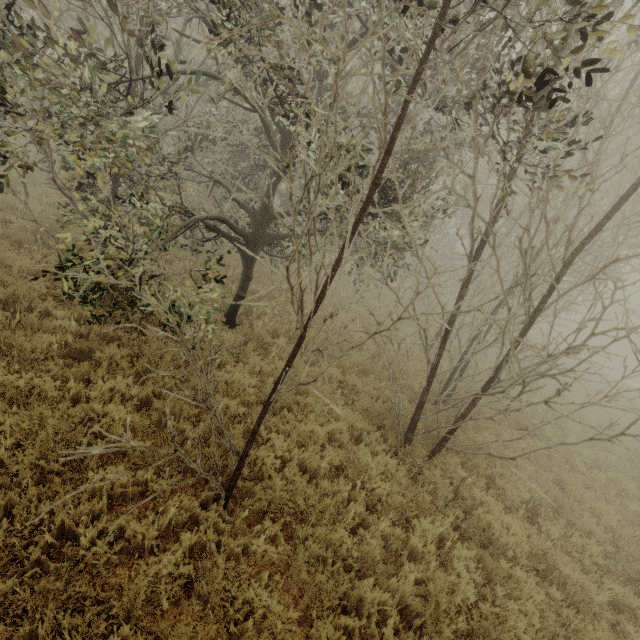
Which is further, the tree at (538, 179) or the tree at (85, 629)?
the tree at (538, 179)

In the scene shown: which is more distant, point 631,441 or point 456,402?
point 631,441

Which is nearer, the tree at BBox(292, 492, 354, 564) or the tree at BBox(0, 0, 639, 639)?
the tree at BBox(0, 0, 639, 639)

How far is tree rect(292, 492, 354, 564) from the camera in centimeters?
408cm

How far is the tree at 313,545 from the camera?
4.08m

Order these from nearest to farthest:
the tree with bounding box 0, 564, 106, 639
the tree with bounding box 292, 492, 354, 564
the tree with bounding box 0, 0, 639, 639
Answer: the tree with bounding box 0, 564, 106, 639 → the tree with bounding box 0, 0, 639, 639 → the tree with bounding box 292, 492, 354, 564
